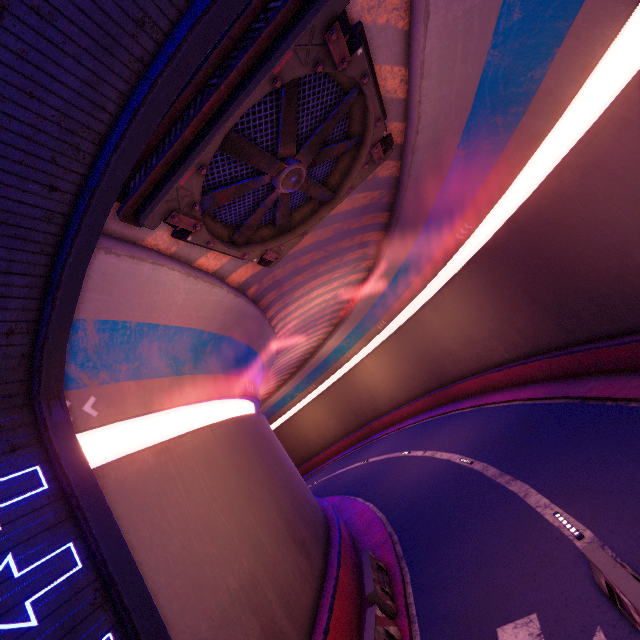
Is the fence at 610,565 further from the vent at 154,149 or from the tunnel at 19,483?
the vent at 154,149

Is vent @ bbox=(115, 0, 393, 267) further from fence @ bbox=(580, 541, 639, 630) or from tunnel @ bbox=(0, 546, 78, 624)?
fence @ bbox=(580, 541, 639, 630)

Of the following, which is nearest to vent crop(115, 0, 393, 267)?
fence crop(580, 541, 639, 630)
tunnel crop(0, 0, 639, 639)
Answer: tunnel crop(0, 0, 639, 639)

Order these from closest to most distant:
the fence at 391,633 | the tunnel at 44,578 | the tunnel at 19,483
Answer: the tunnel at 44,578, the tunnel at 19,483, the fence at 391,633

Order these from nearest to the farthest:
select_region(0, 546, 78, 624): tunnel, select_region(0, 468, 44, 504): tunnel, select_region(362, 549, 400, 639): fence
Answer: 1. select_region(0, 546, 78, 624): tunnel
2. select_region(0, 468, 44, 504): tunnel
3. select_region(362, 549, 400, 639): fence

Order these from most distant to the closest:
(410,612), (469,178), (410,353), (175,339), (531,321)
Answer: (410,353)
(531,321)
(469,178)
(175,339)
(410,612)

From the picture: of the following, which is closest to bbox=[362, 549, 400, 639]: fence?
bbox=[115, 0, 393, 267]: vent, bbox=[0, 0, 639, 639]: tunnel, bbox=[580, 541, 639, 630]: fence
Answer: bbox=[0, 0, 639, 639]: tunnel

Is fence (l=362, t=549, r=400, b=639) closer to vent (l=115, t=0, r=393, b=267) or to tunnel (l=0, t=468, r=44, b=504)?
tunnel (l=0, t=468, r=44, b=504)
